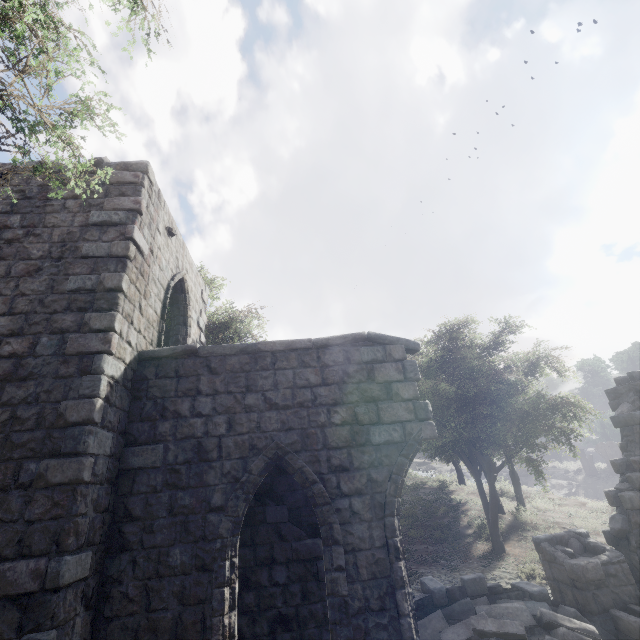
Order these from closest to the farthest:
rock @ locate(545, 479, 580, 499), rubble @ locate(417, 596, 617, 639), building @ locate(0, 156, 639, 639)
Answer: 1. building @ locate(0, 156, 639, 639)
2. rubble @ locate(417, 596, 617, 639)
3. rock @ locate(545, 479, 580, 499)

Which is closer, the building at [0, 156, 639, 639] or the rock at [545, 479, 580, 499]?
the building at [0, 156, 639, 639]

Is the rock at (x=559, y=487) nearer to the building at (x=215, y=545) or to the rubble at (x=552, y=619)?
the building at (x=215, y=545)

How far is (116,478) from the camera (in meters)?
5.66

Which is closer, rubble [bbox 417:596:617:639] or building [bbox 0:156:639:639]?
building [bbox 0:156:639:639]

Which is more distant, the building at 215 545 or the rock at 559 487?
the rock at 559 487

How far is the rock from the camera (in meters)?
21.17

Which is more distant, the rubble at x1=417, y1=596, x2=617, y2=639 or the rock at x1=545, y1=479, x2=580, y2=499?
the rock at x1=545, y1=479, x2=580, y2=499
